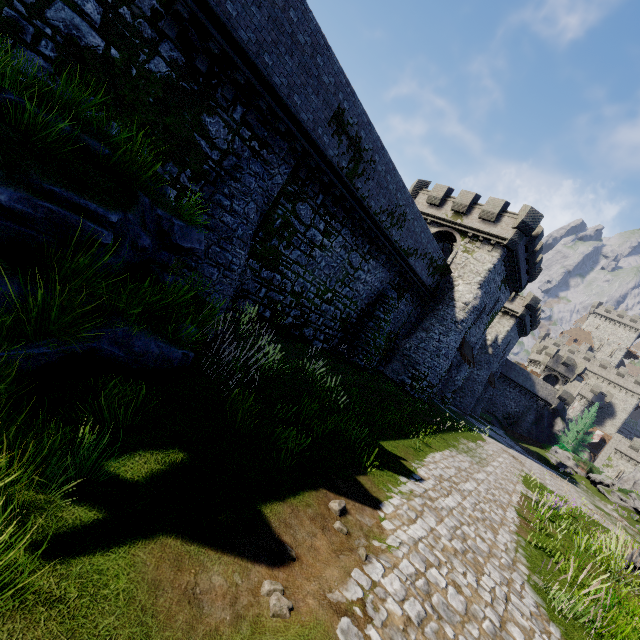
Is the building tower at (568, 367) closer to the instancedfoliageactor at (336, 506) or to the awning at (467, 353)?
the awning at (467, 353)

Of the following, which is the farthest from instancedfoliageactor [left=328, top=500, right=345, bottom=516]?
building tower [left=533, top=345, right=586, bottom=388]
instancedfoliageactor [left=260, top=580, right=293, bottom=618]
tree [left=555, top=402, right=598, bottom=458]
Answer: building tower [left=533, top=345, right=586, bottom=388]

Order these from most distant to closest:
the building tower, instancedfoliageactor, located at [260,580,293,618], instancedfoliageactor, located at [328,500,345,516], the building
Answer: the building tower < the building < instancedfoliageactor, located at [328,500,345,516] < instancedfoliageactor, located at [260,580,293,618]

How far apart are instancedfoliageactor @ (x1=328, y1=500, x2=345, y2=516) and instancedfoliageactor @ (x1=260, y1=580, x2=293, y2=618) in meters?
1.9

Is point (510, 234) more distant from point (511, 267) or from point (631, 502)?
point (631, 502)

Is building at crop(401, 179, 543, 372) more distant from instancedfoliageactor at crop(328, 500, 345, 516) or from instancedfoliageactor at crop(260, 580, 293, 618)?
instancedfoliageactor at crop(260, 580, 293, 618)

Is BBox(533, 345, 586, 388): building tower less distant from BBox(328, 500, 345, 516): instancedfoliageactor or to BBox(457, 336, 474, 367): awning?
BBox(457, 336, 474, 367): awning

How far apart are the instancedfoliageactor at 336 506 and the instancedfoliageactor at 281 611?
1.9 meters
